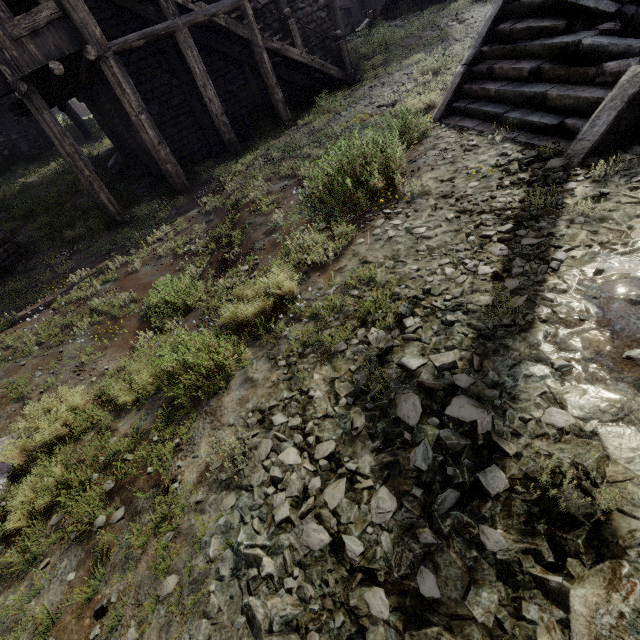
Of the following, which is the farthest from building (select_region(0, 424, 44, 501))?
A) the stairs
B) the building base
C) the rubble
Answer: the stairs

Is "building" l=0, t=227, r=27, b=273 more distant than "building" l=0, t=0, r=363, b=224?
Yes

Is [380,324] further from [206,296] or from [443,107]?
[443,107]

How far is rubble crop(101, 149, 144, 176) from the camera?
14.0m

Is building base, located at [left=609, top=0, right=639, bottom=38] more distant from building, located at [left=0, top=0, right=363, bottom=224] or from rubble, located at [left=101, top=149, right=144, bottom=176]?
rubble, located at [left=101, top=149, right=144, bottom=176]

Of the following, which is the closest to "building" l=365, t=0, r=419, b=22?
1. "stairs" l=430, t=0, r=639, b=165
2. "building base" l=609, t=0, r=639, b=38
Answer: "building base" l=609, t=0, r=639, b=38

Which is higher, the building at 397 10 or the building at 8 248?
the building at 397 10
